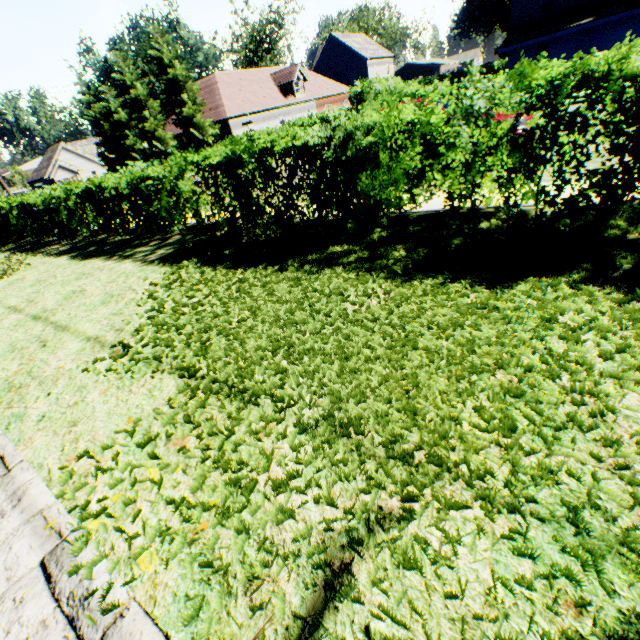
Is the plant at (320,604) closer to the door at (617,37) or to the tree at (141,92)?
the tree at (141,92)

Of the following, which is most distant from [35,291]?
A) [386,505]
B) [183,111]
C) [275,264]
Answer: [183,111]

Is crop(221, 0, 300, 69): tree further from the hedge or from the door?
the door

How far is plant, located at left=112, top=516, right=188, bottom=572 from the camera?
1.8 meters

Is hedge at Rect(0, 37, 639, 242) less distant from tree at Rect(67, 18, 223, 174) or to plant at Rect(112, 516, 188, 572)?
tree at Rect(67, 18, 223, 174)

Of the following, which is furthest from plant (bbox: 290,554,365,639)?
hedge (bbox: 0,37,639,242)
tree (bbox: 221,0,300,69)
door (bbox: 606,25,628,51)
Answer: door (bbox: 606,25,628,51)

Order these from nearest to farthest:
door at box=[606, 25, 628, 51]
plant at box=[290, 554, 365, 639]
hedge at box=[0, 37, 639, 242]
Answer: plant at box=[290, 554, 365, 639] < hedge at box=[0, 37, 639, 242] < door at box=[606, 25, 628, 51]

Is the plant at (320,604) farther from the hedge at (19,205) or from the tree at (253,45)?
the hedge at (19,205)
